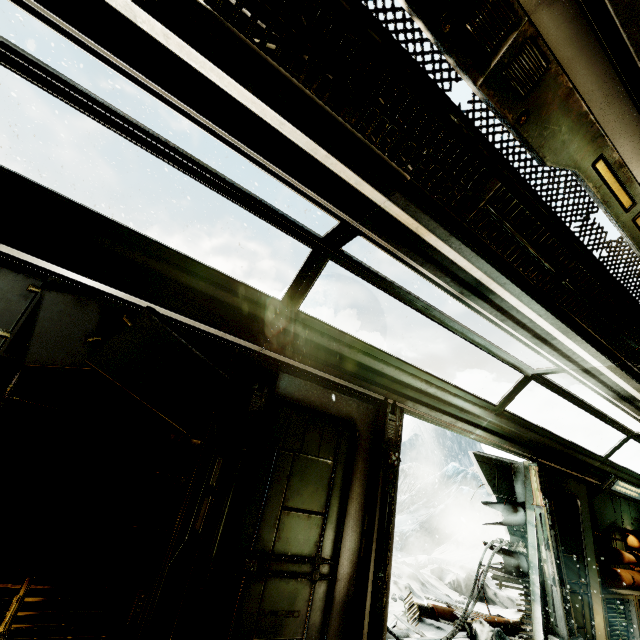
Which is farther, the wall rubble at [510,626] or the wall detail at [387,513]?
the wall rubble at [510,626]

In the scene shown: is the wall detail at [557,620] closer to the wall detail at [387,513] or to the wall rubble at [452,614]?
the wall rubble at [452,614]

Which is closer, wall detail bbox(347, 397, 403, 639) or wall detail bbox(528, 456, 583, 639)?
wall detail bbox(347, 397, 403, 639)

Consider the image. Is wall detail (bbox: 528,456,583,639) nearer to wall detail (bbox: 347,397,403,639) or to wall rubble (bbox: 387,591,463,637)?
wall rubble (bbox: 387,591,463,637)

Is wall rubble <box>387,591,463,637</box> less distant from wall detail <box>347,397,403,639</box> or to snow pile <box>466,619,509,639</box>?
snow pile <box>466,619,509,639</box>

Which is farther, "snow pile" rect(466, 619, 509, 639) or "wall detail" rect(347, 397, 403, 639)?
"snow pile" rect(466, 619, 509, 639)

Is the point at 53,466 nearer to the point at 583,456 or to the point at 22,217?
the point at 22,217

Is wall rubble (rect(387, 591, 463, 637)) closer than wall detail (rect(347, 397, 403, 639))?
No
